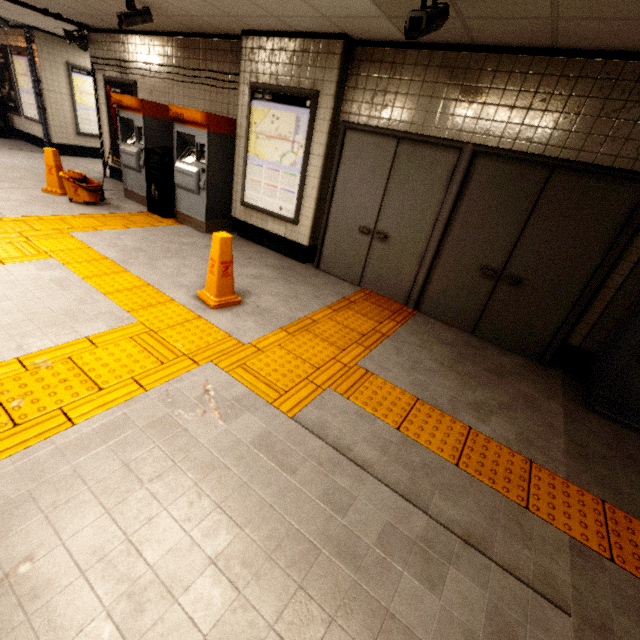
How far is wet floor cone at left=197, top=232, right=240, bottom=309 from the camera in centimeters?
334cm

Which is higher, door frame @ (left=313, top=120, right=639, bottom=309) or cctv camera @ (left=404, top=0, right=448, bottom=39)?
cctv camera @ (left=404, top=0, right=448, bottom=39)

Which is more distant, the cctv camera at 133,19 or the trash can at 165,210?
the trash can at 165,210

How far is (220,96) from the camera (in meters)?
5.45

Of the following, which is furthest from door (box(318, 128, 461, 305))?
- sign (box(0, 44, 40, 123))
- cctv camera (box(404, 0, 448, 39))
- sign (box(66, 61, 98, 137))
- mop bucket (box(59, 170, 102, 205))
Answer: sign (box(0, 44, 40, 123))

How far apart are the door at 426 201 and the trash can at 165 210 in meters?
3.1

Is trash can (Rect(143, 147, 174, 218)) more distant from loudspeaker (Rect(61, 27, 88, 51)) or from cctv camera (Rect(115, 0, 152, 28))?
loudspeaker (Rect(61, 27, 88, 51))

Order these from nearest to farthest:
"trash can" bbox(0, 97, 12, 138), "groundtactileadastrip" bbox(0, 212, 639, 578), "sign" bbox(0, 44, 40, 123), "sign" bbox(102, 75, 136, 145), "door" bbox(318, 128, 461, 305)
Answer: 1. "groundtactileadastrip" bbox(0, 212, 639, 578)
2. "door" bbox(318, 128, 461, 305)
3. "sign" bbox(102, 75, 136, 145)
4. "sign" bbox(0, 44, 40, 123)
5. "trash can" bbox(0, 97, 12, 138)
